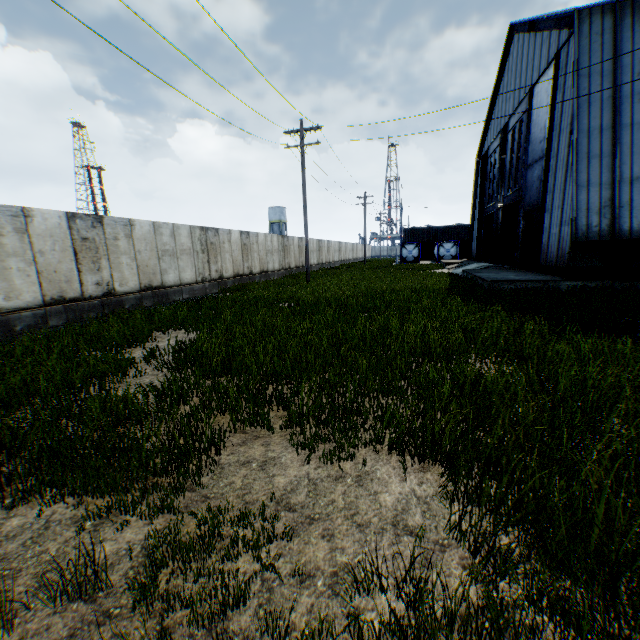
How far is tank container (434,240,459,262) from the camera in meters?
45.1

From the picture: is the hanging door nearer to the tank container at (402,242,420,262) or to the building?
the building

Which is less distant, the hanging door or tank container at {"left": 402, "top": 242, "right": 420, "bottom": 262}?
the hanging door

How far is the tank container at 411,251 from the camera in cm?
A: 4647

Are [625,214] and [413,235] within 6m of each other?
no

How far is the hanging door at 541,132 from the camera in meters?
17.7

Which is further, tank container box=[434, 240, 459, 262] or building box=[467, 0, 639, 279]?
tank container box=[434, 240, 459, 262]

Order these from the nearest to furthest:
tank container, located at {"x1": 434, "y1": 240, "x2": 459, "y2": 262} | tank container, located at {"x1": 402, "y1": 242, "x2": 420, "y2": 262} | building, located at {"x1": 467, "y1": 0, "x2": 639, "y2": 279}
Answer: building, located at {"x1": 467, "y1": 0, "x2": 639, "y2": 279} < tank container, located at {"x1": 434, "y1": 240, "x2": 459, "y2": 262} < tank container, located at {"x1": 402, "y1": 242, "x2": 420, "y2": 262}
